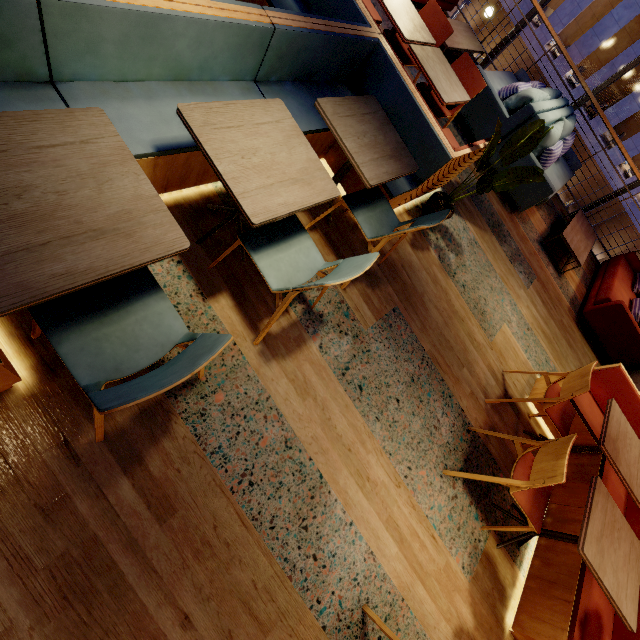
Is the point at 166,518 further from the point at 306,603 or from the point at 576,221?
the point at 576,221

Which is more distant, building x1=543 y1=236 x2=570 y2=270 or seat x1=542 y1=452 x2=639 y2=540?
building x1=543 y1=236 x2=570 y2=270

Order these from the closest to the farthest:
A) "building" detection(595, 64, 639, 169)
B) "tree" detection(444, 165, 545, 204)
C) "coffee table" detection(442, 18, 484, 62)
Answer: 1. "tree" detection(444, 165, 545, 204)
2. "coffee table" detection(442, 18, 484, 62)
3. "building" detection(595, 64, 639, 169)

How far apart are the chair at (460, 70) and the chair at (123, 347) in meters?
3.5 m

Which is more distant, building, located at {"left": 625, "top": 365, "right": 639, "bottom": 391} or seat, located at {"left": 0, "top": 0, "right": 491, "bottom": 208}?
building, located at {"left": 625, "top": 365, "right": 639, "bottom": 391}

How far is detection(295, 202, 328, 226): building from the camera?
2.7m

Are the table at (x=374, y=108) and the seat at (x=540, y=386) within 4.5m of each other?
yes

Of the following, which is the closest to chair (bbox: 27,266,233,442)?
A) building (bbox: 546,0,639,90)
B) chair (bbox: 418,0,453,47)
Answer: chair (bbox: 418,0,453,47)
